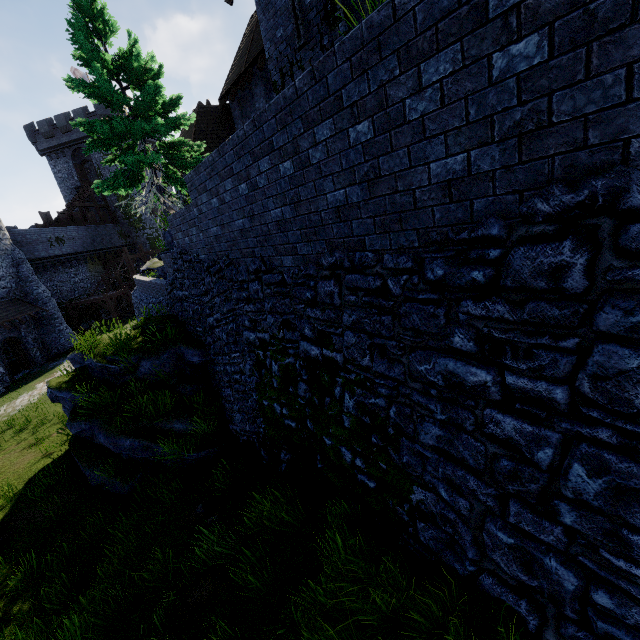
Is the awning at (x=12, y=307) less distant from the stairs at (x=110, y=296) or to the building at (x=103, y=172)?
the stairs at (x=110, y=296)

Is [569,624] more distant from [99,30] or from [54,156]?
[54,156]

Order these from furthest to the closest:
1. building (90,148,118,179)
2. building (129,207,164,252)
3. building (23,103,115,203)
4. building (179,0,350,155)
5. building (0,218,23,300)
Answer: building (129,207,164,252) < building (90,148,118,179) < building (23,103,115,203) < building (0,218,23,300) < building (179,0,350,155)

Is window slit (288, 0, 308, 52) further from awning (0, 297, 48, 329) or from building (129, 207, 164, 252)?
building (129, 207, 164, 252)

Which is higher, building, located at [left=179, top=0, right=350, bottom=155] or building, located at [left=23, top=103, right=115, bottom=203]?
building, located at [left=23, top=103, right=115, bottom=203]

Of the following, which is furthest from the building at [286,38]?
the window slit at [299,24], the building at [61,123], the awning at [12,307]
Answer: the building at [61,123]

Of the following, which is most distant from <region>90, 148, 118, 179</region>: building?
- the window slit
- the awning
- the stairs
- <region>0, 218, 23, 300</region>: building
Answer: the window slit

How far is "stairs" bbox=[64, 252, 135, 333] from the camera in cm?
2933
